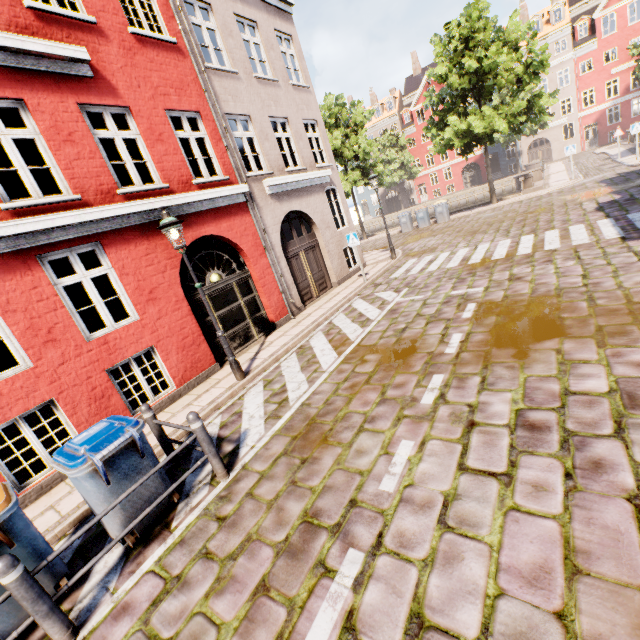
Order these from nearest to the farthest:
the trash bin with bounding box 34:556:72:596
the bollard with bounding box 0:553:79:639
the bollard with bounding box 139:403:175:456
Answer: the bollard with bounding box 0:553:79:639 < the trash bin with bounding box 34:556:72:596 < the bollard with bounding box 139:403:175:456

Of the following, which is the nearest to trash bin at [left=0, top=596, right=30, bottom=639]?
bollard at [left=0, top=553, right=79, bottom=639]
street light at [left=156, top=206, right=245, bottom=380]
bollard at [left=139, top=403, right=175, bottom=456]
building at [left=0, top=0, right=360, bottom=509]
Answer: bollard at [left=0, top=553, right=79, bottom=639]

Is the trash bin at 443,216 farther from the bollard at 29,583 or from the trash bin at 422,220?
the bollard at 29,583

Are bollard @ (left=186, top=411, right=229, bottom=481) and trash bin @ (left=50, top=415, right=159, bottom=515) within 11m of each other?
yes

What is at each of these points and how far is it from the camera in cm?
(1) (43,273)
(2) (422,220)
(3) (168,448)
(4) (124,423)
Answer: (1) building, 585
(2) trash bin, 2212
(3) bollard, 529
(4) trash bin, 391

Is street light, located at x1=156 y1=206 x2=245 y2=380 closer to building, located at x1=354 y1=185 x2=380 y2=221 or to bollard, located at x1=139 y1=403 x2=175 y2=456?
building, located at x1=354 y1=185 x2=380 y2=221

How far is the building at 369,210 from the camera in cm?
5412

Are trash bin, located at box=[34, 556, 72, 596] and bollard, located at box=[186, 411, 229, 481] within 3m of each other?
yes
